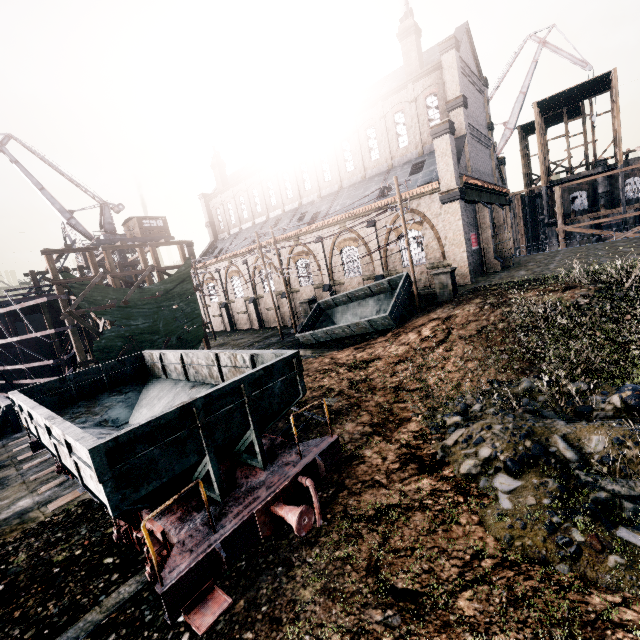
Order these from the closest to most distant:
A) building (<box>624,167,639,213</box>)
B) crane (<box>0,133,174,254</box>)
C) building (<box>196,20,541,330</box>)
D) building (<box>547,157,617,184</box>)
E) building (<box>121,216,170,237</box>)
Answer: building (<box>196,20,541,330</box>), crane (<box>0,133,174,254</box>), building (<box>624,167,639,213</box>), building (<box>121,216,170,237</box>), building (<box>547,157,617,184</box>)

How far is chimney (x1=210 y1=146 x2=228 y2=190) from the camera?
46.6m

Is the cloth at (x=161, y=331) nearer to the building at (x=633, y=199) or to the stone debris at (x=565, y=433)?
the building at (x=633, y=199)

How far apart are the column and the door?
12.6m

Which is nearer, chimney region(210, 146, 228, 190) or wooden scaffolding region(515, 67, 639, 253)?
wooden scaffolding region(515, 67, 639, 253)

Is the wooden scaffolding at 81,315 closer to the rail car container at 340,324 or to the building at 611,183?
the rail car container at 340,324

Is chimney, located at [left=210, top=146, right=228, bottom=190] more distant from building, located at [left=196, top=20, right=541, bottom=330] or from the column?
the column

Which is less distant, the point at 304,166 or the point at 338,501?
the point at 338,501
